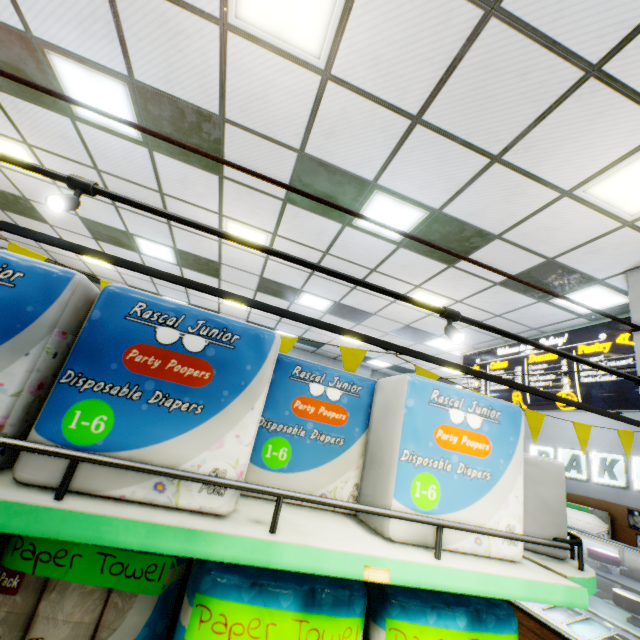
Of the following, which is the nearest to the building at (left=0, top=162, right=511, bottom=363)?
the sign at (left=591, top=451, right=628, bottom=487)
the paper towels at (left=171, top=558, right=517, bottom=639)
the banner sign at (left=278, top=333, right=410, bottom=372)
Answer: the sign at (left=591, top=451, right=628, bottom=487)

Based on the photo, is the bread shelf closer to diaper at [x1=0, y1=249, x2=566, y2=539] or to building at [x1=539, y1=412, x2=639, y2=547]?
building at [x1=539, y1=412, x2=639, y2=547]

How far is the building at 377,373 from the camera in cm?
1058

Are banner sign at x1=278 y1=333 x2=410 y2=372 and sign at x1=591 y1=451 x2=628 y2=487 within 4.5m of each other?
no

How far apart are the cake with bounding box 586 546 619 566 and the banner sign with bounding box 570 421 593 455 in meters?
2.0

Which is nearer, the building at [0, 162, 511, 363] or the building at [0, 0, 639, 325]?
the building at [0, 0, 639, 325]

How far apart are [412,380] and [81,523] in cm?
90

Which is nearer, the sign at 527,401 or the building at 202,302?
the sign at 527,401
